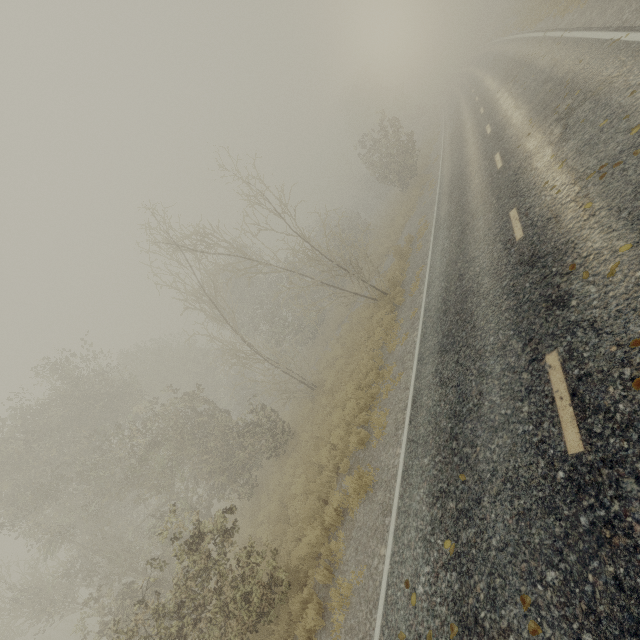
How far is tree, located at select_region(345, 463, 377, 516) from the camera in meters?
7.6 m

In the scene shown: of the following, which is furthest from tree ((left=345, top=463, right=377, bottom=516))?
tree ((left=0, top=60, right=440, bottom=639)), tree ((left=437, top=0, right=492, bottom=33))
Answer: tree ((left=437, top=0, right=492, bottom=33))

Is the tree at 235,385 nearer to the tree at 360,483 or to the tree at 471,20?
the tree at 360,483

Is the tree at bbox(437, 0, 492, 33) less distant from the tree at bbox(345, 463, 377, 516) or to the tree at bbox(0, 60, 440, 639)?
the tree at bbox(0, 60, 440, 639)

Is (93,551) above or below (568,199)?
above

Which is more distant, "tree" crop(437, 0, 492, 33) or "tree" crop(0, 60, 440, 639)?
"tree" crop(437, 0, 492, 33)

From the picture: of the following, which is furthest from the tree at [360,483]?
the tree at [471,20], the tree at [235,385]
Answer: the tree at [471,20]
